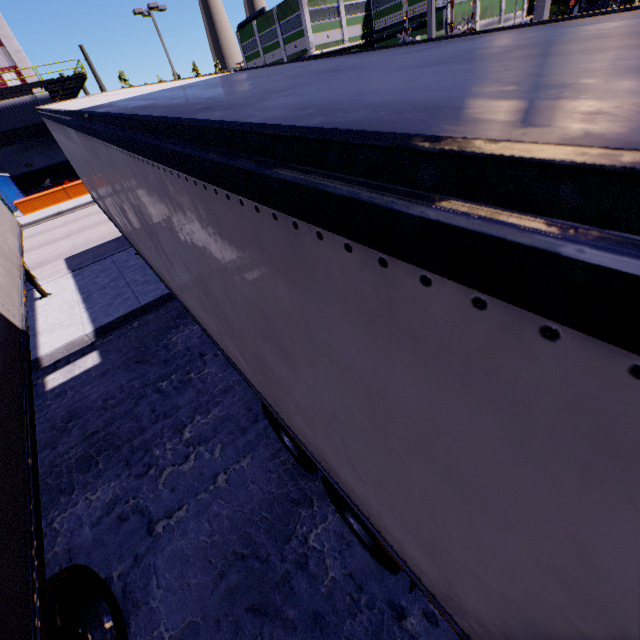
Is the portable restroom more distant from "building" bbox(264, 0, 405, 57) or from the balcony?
the balcony

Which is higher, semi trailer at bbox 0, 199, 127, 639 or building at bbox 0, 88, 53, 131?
building at bbox 0, 88, 53, 131

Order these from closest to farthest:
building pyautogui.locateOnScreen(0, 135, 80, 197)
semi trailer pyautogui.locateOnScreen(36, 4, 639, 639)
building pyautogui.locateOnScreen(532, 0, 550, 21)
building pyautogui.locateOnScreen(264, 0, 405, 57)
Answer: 1. semi trailer pyautogui.locateOnScreen(36, 4, 639, 639)
2. building pyautogui.locateOnScreen(532, 0, 550, 21)
3. building pyautogui.locateOnScreen(0, 135, 80, 197)
4. building pyautogui.locateOnScreen(264, 0, 405, 57)

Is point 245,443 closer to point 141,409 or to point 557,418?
point 141,409

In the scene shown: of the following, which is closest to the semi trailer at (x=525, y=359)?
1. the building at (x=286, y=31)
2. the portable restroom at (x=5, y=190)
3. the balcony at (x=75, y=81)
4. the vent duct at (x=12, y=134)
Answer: the building at (x=286, y=31)

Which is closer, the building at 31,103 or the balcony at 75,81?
the balcony at 75,81

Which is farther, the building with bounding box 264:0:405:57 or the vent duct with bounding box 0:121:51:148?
the building with bounding box 264:0:405:57

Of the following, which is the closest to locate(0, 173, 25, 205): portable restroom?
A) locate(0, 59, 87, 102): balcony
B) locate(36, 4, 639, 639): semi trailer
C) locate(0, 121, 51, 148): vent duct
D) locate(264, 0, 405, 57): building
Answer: locate(264, 0, 405, 57): building
